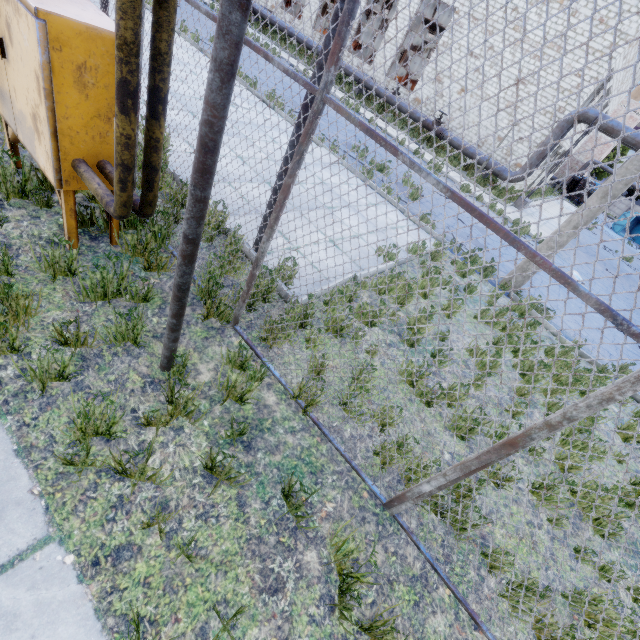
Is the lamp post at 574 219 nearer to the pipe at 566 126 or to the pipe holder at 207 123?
the pipe holder at 207 123

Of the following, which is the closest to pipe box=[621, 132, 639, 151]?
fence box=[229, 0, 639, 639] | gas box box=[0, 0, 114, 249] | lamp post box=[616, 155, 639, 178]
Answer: lamp post box=[616, 155, 639, 178]

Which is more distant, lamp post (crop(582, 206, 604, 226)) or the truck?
the truck

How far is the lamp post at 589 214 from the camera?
6.9 meters

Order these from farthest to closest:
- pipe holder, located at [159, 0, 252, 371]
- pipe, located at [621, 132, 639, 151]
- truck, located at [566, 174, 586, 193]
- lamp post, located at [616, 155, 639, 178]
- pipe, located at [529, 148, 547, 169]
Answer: truck, located at [566, 174, 586, 193]
pipe, located at [529, 148, 547, 169]
pipe, located at [621, 132, 639, 151]
lamp post, located at [616, 155, 639, 178]
pipe holder, located at [159, 0, 252, 371]

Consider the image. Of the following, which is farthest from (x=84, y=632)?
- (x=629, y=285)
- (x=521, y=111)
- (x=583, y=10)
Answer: (x=583, y=10)

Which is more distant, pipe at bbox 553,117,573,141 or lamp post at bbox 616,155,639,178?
pipe at bbox 553,117,573,141

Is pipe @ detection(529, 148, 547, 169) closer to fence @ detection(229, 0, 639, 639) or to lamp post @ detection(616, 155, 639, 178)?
lamp post @ detection(616, 155, 639, 178)
